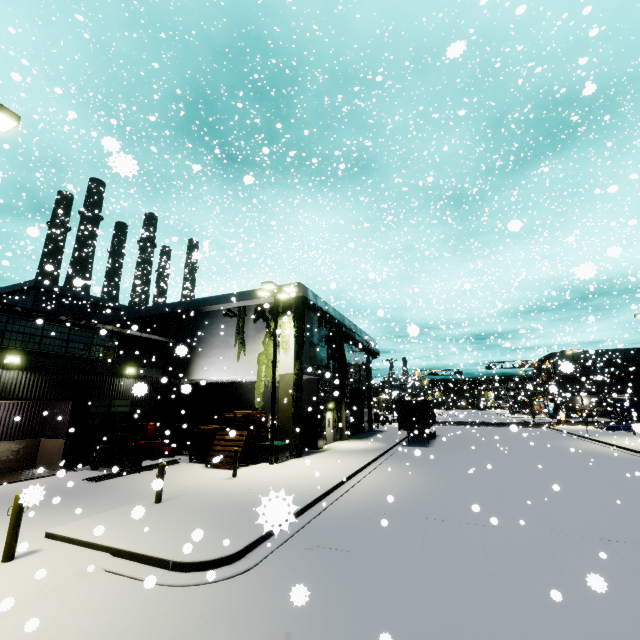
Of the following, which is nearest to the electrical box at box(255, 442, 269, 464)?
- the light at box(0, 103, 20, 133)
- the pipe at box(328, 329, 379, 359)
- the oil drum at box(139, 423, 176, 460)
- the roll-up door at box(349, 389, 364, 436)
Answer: the oil drum at box(139, 423, 176, 460)

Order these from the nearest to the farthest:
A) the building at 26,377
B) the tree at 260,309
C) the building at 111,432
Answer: the building at 26,377
the building at 111,432
the tree at 260,309

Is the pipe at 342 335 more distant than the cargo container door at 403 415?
Yes

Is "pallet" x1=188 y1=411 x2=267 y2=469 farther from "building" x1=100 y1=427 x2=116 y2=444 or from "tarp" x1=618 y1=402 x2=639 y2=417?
"tarp" x1=618 y1=402 x2=639 y2=417

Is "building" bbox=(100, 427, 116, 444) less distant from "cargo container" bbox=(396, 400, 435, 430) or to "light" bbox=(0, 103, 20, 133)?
"cargo container" bbox=(396, 400, 435, 430)

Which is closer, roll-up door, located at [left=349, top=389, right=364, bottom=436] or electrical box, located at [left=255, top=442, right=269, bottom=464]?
electrical box, located at [left=255, top=442, right=269, bottom=464]

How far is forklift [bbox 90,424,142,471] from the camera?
16.0 meters

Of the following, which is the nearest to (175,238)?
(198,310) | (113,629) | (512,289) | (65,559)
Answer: (113,629)
